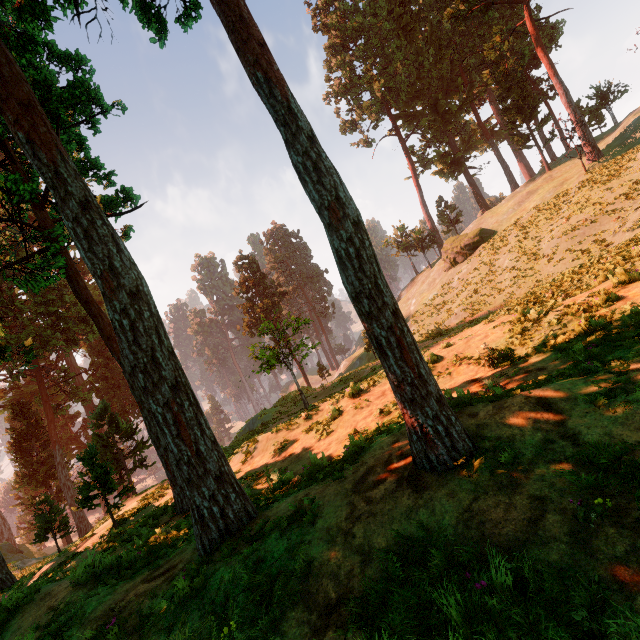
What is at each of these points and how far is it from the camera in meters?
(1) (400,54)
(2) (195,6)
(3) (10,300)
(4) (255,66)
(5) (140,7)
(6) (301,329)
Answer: (1) treerock, 46.8
(2) treerock, 8.4
(3) treerock, 30.0
(4) treerock, 4.6
(5) treerock, 7.4
(6) treerock, 22.2

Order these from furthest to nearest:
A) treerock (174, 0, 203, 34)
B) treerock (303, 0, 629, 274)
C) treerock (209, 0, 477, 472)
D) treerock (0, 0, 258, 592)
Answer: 1. treerock (303, 0, 629, 274)
2. treerock (174, 0, 203, 34)
3. treerock (0, 0, 258, 592)
4. treerock (209, 0, 477, 472)

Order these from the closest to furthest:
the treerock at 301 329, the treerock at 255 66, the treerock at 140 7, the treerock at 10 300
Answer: the treerock at 255 66 < the treerock at 10 300 < the treerock at 140 7 < the treerock at 301 329

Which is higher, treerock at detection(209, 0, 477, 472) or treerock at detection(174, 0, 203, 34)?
treerock at detection(174, 0, 203, 34)

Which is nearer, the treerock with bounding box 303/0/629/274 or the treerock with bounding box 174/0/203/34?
the treerock with bounding box 174/0/203/34

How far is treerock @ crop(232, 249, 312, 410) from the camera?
23.05m

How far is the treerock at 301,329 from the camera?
23.0m
